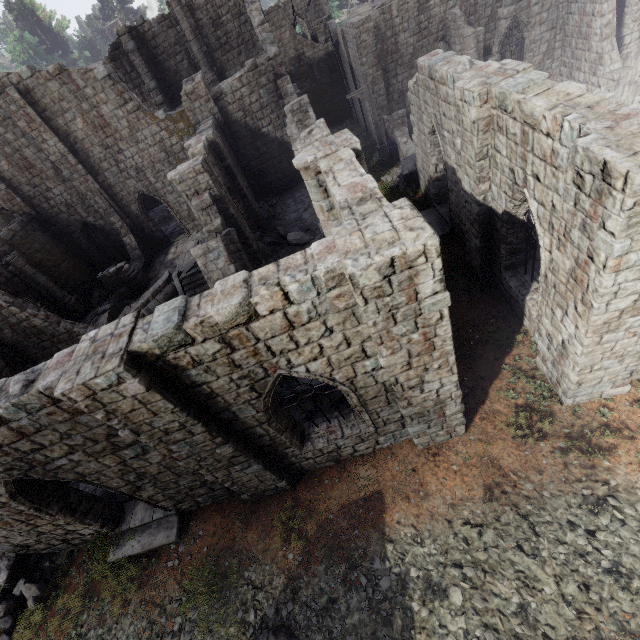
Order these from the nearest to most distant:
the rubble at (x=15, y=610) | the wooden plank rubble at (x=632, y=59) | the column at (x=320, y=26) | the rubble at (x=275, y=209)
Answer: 1. the rubble at (x=15, y=610)
2. the wooden plank rubble at (x=632, y=59)
3. the rubble at (x=275, y=209)
4. the column at (x=320, y=26)

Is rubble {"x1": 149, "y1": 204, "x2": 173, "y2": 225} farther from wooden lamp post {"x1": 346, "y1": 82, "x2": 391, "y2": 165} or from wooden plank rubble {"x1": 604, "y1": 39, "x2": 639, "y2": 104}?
wooden plank rubble {"x1": 604, "y1": 39, "x2": 639, "y2": 104}

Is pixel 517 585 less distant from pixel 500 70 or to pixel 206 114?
pixel 500 70

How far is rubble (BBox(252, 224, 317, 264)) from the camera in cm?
1692

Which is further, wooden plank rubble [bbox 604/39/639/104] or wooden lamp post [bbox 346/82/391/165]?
wooden lamp post [bbox 346/82/391/165]

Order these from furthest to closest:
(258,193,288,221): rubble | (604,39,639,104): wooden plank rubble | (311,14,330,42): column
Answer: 1. (311,14,330,42): column
2. (258,193,288,221): rubble
3. (604,39,639,104): wooden plank rubble

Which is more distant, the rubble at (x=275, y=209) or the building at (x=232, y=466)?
the rubble at (x=275, y=209)

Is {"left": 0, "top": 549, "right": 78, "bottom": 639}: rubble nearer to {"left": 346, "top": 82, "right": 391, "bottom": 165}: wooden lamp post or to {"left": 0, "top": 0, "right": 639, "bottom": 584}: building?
{"left": 0, "top": 0, "right": 639, "bottom": 584}: building
